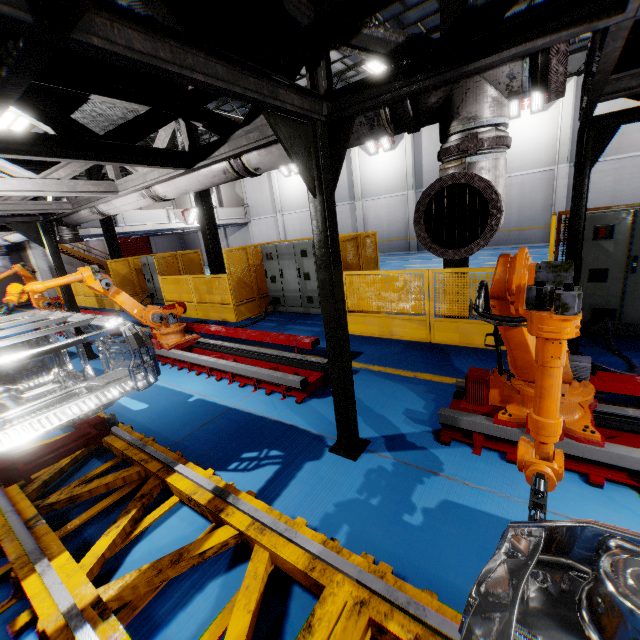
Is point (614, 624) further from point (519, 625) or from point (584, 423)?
point (584, 423)

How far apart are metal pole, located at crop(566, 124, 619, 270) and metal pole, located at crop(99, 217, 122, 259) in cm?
1733

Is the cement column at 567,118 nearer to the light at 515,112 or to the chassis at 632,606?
the light at 515,112

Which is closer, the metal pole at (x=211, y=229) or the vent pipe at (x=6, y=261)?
the metal pole at (x=211, y=229)

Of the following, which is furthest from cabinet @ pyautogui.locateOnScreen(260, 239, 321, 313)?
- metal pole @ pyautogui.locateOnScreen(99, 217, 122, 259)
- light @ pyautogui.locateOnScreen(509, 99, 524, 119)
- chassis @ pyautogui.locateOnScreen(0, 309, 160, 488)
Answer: light @ pyautogui.locateOnScreen(509, 99, 524, 119)

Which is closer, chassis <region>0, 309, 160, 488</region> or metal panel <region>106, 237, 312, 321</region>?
chassis <region>0, 309, 160, 488</region>

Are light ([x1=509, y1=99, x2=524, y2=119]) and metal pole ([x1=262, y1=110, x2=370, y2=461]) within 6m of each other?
no

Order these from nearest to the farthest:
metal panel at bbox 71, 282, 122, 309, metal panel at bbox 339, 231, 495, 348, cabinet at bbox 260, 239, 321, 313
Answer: metal panel at bbox 339, 231, 495, 348, cabinet at bbox 260, 239, 321, 313, metal panel at bbox 71, 282, 122, 309
